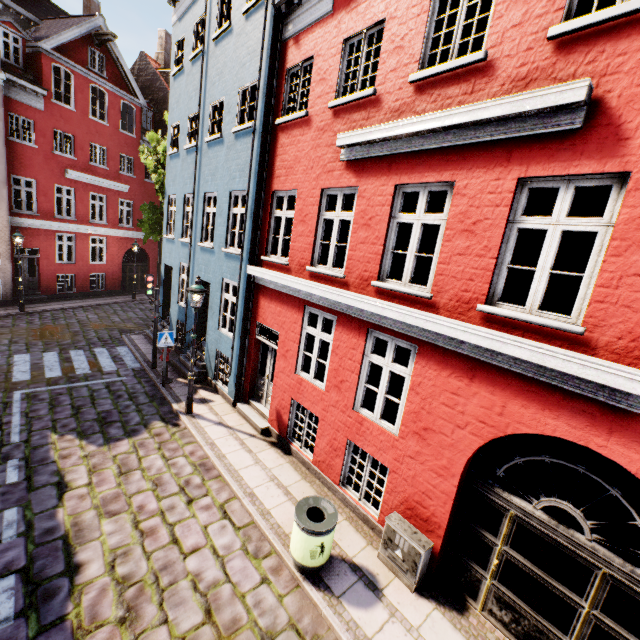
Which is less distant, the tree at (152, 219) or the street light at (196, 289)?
the street light at (196, 289)

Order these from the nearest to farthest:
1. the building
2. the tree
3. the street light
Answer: the building → the street light → the tree

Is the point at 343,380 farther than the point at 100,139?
No

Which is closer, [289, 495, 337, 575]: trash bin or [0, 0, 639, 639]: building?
[0, 0, 639, 639]: building

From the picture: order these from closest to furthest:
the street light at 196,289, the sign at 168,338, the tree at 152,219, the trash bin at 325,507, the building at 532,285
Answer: the building at 532,285 → the trash bin at 325,507 → the street light at 196,289 → the sign at 168,338 → the tree at 152,219

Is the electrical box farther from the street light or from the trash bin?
the street light

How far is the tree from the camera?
16.0 meters

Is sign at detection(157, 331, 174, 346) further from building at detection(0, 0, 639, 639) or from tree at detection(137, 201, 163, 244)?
tree at detection(137, 201, 163, 244)
